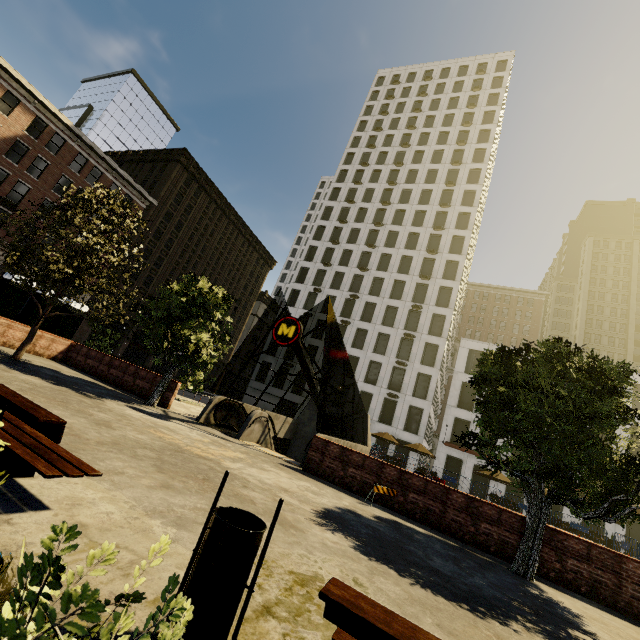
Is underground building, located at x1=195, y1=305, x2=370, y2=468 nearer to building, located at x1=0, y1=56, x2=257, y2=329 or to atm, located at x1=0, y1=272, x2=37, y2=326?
atm, located at x1=0, y1=272, x2=37, y2=326

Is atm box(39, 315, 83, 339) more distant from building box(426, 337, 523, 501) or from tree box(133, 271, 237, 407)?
building box(426, 337, 523, 501)

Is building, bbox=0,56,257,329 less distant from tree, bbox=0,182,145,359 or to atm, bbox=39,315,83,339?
tree, bbox=0,182,145,359

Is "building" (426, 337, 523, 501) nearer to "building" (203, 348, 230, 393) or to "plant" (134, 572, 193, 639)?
"building" (203, 348, 230, 393)

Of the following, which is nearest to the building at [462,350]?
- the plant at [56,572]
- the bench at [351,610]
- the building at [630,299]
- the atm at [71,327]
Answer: the building at [630,299]

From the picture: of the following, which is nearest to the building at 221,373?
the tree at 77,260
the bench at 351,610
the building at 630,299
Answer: the tree at 77,260

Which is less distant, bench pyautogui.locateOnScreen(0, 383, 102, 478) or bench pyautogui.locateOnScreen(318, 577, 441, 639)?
bench pyautogui.locateOnScreen(318, 577, 441, 639)

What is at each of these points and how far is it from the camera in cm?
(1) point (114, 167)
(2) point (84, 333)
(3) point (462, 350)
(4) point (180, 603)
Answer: (1) building, 3531
(2) building, 3678
(3) building, 3728
(4) plant, 124
